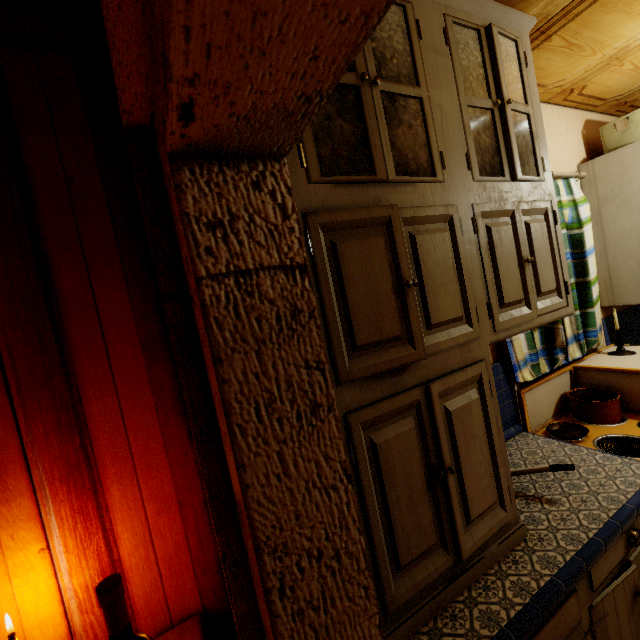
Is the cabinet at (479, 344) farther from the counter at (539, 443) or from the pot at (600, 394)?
the pot at (600, 394)

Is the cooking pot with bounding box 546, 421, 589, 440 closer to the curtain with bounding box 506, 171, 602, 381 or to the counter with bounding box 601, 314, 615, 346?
the curtain with bounding box 506, 171, 602, 381

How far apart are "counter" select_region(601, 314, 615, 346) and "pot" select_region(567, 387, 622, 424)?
0.7 meters

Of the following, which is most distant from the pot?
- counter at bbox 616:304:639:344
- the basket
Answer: the basket

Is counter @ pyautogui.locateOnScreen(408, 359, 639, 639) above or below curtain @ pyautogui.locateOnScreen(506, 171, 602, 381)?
below

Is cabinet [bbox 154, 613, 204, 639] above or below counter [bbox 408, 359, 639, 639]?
above

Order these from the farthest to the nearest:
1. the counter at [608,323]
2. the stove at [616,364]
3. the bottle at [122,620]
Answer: the counter at [608,323], the stove at [616,364], the bottle at [122,620]

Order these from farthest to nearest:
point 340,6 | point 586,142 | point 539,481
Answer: point 586,142 → point 539,481 → point 340,6
